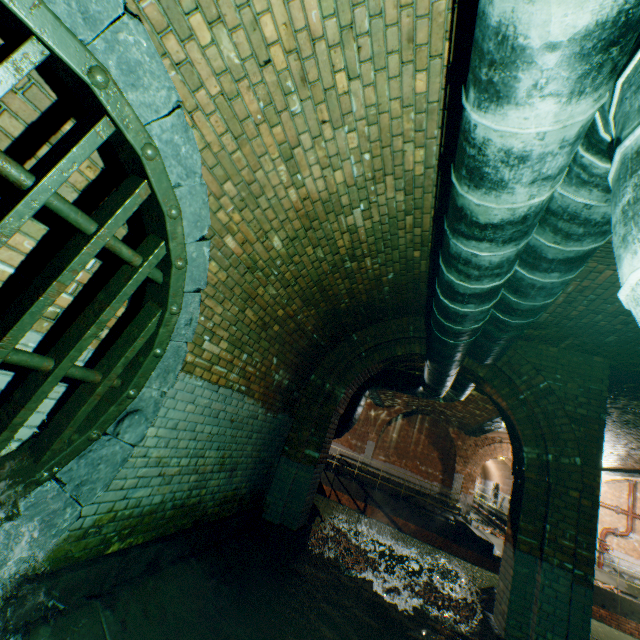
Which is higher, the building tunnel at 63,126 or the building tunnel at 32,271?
the building tunnel at 63,126

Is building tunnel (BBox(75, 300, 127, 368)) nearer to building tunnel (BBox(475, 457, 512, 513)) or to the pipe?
the pipe

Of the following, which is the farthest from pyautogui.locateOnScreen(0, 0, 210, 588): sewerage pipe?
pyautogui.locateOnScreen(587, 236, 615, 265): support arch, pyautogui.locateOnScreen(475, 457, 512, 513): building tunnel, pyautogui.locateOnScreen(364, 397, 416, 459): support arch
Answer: pyautogui.locateOnScreen(475, 457, 512, 513): building tunnel

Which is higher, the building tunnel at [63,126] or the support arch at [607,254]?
the support arch at [607,254]

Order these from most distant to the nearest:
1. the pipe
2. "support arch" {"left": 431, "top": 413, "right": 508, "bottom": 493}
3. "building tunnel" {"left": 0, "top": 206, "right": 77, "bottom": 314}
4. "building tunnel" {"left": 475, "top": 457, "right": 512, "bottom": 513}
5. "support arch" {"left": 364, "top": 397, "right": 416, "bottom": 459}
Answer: "building tunnel" {"left": 475, "top": 457, "right": 512, "bottom": 513}, "support arch" {"left": 364, "top": 397, "right": 416, "bottom": 459}, "support arch" {"left": 431, "top": 413, "right": 508, "bottom": 493}, "building tunnel" {"left": 0, "top": 206, "right": 77, "bottom": 314}, the pipe

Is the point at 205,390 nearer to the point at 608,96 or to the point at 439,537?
the point at 608,96

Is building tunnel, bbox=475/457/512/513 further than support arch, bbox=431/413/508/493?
Yes

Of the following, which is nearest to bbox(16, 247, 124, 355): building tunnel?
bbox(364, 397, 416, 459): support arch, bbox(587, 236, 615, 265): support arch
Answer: bbox(587, 236, 615, 265): support arch
